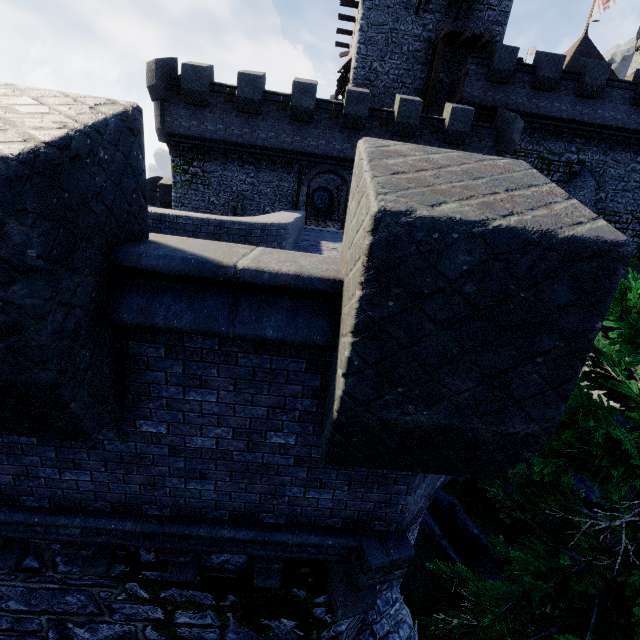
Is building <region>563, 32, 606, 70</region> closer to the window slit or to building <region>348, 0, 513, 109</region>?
building <region>348, 0, 513, 109</region>

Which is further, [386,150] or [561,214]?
[386,150]

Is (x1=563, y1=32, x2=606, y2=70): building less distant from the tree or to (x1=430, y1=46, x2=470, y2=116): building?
(x1=430, y1=46, x2=470, y2=116): building

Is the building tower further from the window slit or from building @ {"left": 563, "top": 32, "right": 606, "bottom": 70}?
building @ {"left": 563, "top": 32, "right": 606, "bottom": 70}

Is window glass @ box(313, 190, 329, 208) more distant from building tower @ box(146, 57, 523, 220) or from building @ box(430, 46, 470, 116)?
building @ box(430, 46, 470, 116)

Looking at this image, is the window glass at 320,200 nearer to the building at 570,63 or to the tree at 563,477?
the building at 570,63

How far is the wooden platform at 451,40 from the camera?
19.58m

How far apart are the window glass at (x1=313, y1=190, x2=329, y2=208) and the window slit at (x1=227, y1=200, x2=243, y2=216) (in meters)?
19.61
